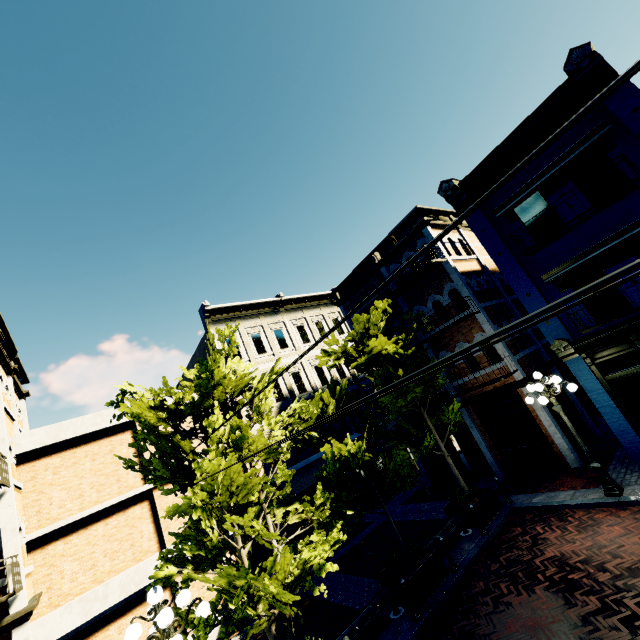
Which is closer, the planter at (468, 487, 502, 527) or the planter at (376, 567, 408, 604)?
the planter at (376, 567, 408, 604)

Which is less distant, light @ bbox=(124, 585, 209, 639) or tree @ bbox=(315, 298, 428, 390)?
light @ bbox=(124, 585, 209, 639)

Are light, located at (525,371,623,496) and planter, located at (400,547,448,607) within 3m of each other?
no

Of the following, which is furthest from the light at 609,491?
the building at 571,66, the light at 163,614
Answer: the light at 163,614

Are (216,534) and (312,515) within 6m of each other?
yes

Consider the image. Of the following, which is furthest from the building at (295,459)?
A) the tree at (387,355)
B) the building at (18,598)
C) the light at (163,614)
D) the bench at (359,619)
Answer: the light at (163,614)

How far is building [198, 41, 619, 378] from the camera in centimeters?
966cm
